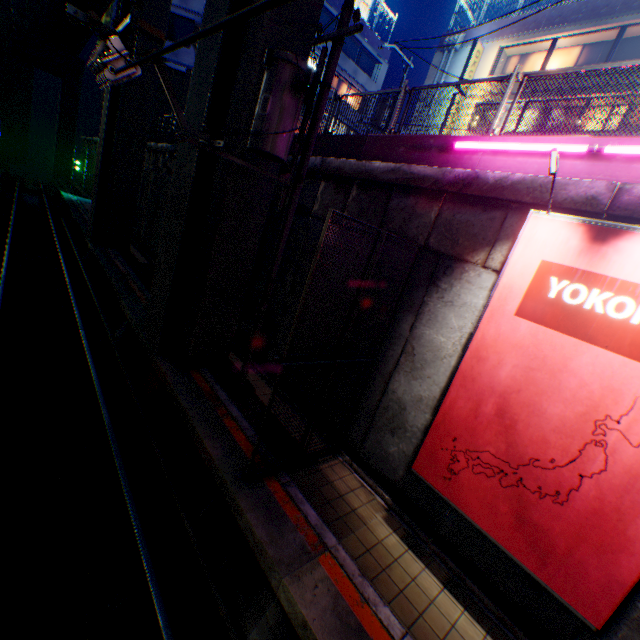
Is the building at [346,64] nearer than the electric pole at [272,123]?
No

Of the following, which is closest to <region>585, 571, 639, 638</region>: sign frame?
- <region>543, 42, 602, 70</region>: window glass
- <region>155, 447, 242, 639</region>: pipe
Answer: <region>155, 447, 242, 639</region>: pipe

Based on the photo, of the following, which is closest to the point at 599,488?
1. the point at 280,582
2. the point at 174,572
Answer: the point at 280,582

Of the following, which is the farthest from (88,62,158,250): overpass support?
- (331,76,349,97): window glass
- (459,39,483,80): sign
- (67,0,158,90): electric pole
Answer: (331,76,349,97): window glass

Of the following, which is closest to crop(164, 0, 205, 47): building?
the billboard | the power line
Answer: the billboard

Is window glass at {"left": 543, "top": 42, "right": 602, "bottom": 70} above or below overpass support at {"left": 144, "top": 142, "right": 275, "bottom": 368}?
above

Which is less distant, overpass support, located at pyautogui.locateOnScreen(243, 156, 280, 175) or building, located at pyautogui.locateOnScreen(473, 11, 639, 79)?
overpass support, located at pyautogui.locateOnScreen(243, 156, 280, 175)

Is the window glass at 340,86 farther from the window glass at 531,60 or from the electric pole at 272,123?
the electric pole at 272,123
